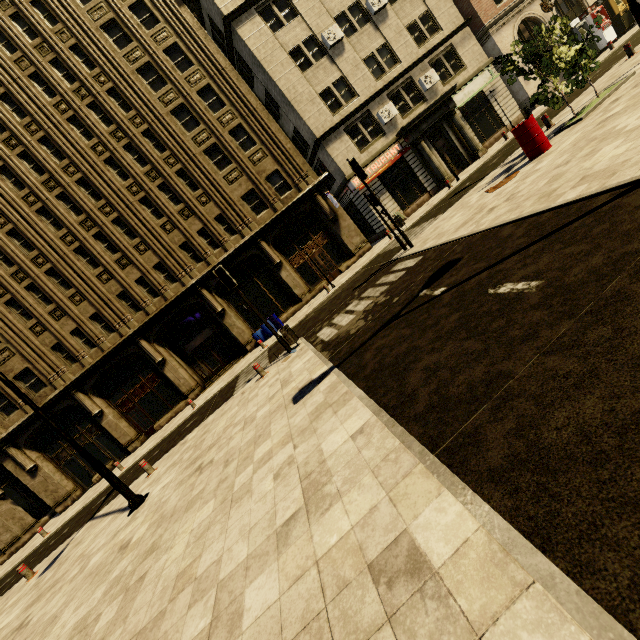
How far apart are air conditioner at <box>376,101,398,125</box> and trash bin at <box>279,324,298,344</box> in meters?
18.0

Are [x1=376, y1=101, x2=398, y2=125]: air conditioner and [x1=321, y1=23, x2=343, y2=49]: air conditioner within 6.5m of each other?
yes

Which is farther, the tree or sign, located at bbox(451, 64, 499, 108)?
sign, located at bbox(451, 64, 499, 108)

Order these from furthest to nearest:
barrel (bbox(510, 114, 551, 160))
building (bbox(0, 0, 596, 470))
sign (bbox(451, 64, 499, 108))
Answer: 1. sign (bbox(451, 64, 499, 108))
2. building (bbox(0, 0, 596, 470))
3. barrel (bbox(510, 114, 551, 160))

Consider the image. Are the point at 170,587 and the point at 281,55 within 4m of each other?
no

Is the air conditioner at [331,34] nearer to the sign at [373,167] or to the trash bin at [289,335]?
the sign at [373,167]

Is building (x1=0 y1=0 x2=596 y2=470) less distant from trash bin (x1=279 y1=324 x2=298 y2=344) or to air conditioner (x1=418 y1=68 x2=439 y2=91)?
air conditioner (x1=418 y1=68 x2=439 y2=91)

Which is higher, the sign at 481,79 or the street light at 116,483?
the sign at 481,79
